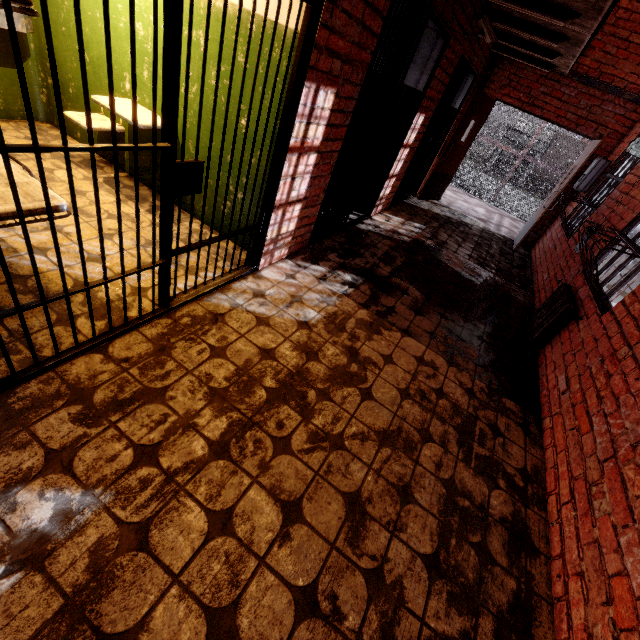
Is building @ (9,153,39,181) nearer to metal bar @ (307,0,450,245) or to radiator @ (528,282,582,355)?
metal bar @ (307,0,450,245)

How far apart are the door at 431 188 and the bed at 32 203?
6.9 meters

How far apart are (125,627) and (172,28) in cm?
237

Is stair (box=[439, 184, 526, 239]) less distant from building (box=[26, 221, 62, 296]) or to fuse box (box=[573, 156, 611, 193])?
building (box=[26, 221, 62, 296])

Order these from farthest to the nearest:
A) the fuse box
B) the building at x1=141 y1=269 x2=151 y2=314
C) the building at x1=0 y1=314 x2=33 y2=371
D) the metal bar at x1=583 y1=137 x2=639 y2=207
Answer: the fuse box < the metal bar at x1=583 y1=137 x2=639 y2=207 < the building at x1=141 y1=269 x2=151 y2=314 < the building at x1=0 y1=314 x2=33 y2=371

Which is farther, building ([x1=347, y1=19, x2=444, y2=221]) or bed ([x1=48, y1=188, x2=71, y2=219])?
building ([x1=347, y1=19, x2=444, y2=221])

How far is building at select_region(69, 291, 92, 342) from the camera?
1.99m

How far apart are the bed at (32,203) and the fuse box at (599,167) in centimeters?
786cm
